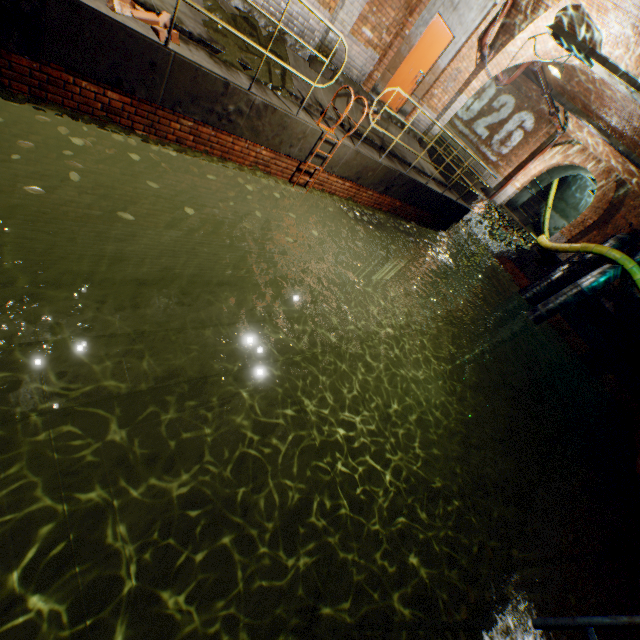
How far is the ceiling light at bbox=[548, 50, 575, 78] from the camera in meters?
8.1

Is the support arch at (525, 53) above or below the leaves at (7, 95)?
above

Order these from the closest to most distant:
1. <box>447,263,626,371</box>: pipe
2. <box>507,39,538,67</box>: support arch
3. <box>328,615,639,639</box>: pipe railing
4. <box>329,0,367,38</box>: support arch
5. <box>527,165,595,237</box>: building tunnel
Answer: <box>328,615,639,639</box>: pipe railing < <box>329,0,367,38</box>: support arch < <box>507,39,538,67</box>: support arch < <box>447,263,626,371</box>: pipe < <box>527,165,595,237</box>: building tunnel

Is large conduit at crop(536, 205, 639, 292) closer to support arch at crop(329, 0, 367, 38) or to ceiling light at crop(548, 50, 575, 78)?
ceiling light at crop(548, 50, 575, 78)

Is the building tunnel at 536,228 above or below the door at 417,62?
below

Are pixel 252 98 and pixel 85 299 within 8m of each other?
yes

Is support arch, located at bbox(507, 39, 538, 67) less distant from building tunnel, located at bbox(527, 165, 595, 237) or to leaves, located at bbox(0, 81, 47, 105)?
leaves, located at bbox(0, 81, 47, 105)

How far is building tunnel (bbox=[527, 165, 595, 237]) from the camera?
19.17m
